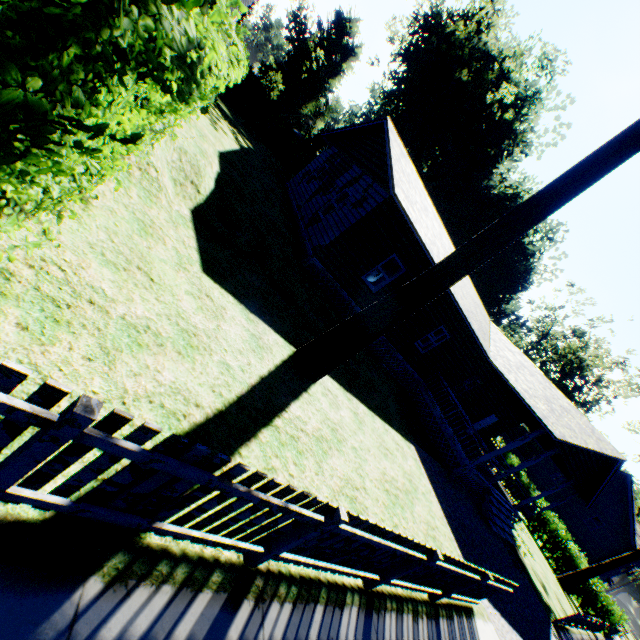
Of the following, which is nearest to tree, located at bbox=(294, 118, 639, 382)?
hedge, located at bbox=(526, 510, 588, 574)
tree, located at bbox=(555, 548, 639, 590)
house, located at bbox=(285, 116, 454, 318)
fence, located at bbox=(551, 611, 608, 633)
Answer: house, located at bbox=(285, 116, 454, 318)

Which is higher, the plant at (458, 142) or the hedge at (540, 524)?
the plant at (458, 142)

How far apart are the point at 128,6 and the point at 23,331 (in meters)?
2.77

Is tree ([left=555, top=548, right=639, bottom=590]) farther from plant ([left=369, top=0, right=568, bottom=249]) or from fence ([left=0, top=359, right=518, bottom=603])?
plant ([left=369, top=0, right=568, bottom=249])

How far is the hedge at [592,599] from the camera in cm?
2275

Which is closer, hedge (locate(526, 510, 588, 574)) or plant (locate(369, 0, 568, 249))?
hedge (locate(526, 510, 588, 574))

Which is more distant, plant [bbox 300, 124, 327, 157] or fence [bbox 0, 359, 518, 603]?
plant [bbox 300, 124, 327, 157]

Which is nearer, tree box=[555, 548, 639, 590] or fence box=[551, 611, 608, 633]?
fence box=[551, 611, 608, 633]
